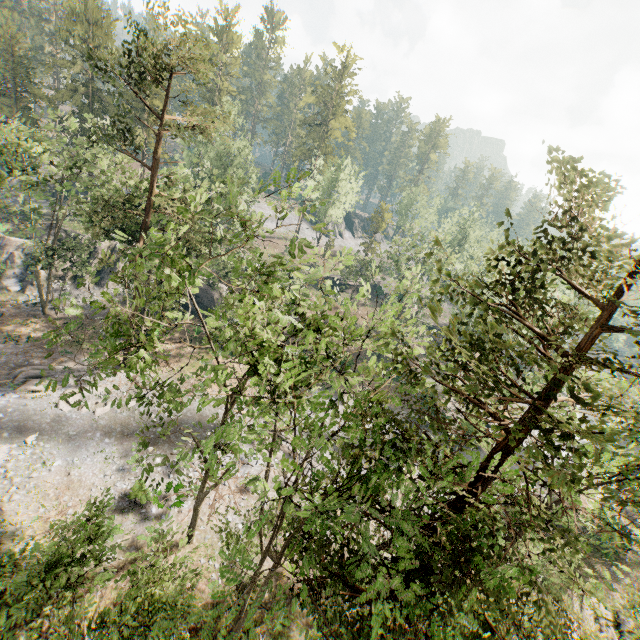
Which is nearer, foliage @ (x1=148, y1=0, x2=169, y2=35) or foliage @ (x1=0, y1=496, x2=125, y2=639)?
foliage @ (x1=0, y1=496, x2=125, y2=639)

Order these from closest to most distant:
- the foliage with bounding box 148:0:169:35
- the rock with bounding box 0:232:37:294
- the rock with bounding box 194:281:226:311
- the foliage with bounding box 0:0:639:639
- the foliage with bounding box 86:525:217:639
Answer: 1. the foliage with bounding box 0:0:639:639
2. the foliage with bounding box 86:525:217:639
3. the foliage with bounding box 148:0:169:35
4. the rock with bounding box 0:232:37:294
5. the rock with bounding box 194:281:226:311

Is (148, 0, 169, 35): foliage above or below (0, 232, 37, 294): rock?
above

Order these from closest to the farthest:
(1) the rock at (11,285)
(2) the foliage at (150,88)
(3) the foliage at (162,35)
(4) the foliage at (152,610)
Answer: (2) the foliage at (150,88)
(4) the foliage at (152,610)
(3) the foliage at (162,35)
(1) the rock at (11,285)

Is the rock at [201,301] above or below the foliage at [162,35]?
below

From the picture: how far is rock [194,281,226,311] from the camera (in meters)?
40.25

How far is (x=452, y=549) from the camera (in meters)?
6.00
